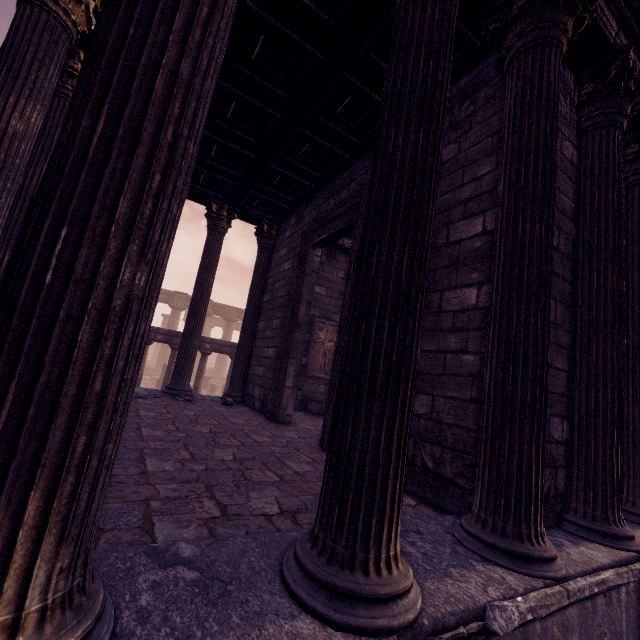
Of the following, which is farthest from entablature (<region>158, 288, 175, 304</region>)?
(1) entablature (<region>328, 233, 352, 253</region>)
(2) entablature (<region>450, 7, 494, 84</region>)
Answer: (2) entablature (<region>450, 7, 494, 84</region>)

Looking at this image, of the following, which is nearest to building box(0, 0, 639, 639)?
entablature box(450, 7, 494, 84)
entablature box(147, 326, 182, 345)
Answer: entablature box(450, 7, 494, 84)

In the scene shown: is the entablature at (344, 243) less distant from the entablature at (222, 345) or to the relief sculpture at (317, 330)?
the relief sculpture at (317, 330)

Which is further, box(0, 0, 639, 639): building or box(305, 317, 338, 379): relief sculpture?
box(305, 317, 338, 379): relief sculpture

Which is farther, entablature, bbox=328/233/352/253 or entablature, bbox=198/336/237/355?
entablature, bbox=198/336/237/355

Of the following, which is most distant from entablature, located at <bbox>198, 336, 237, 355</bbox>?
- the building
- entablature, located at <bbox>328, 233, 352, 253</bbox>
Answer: entablature, located at <bbox>328, 233, 352, 253</bbox>

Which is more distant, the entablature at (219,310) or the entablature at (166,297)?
the entablature at (219,310)

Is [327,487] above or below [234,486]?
above
